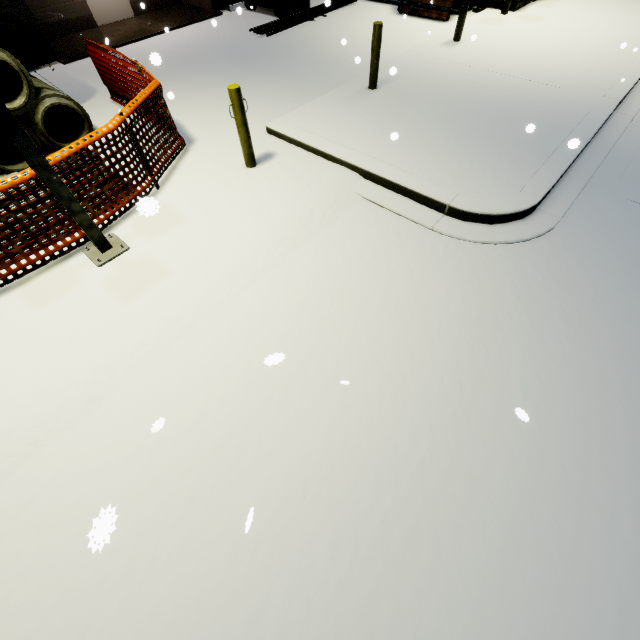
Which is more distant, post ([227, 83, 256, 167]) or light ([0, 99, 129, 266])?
post ([227, 83, 256, 167])

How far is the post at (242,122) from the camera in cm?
512

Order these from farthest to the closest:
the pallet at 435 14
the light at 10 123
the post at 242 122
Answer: the pallet at 435 14, the post at 242 122, the light at 10 123

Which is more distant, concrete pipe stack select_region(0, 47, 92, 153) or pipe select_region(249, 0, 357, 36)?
pipe select_region(249, 0, 357, 36)

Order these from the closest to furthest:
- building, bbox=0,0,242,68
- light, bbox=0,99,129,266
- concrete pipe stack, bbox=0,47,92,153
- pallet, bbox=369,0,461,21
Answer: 1. light, bbox=0,99,129,266
2. concrete pipe stack, bbox=0,47,92,153
3. building, bbox=0,0,242,68
4. pallet, bbox=369,0,461,21

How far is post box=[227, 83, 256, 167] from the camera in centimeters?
512cm

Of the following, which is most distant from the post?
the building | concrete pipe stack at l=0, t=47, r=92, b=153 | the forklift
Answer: the forklift

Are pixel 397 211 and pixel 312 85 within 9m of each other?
yes
